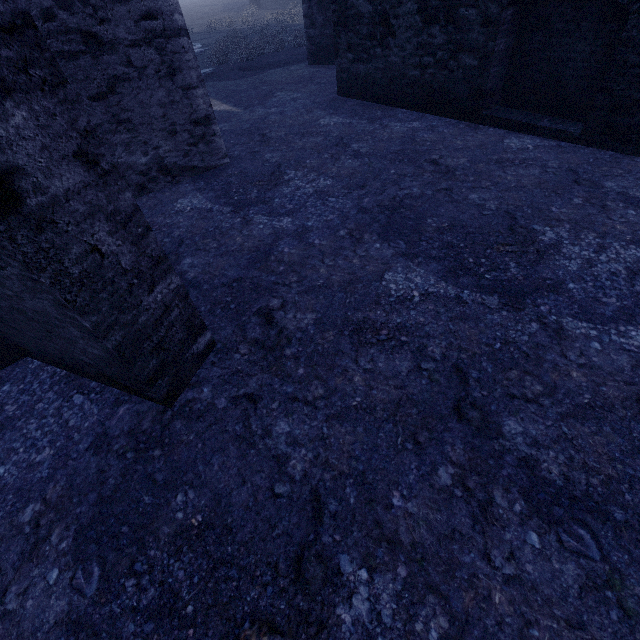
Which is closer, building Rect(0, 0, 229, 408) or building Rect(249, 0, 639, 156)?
building Rect(0, 0, 229, 408)

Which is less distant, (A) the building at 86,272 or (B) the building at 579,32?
(A) the building at 86,272

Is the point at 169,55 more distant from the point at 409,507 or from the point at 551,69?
the point at 409,507
